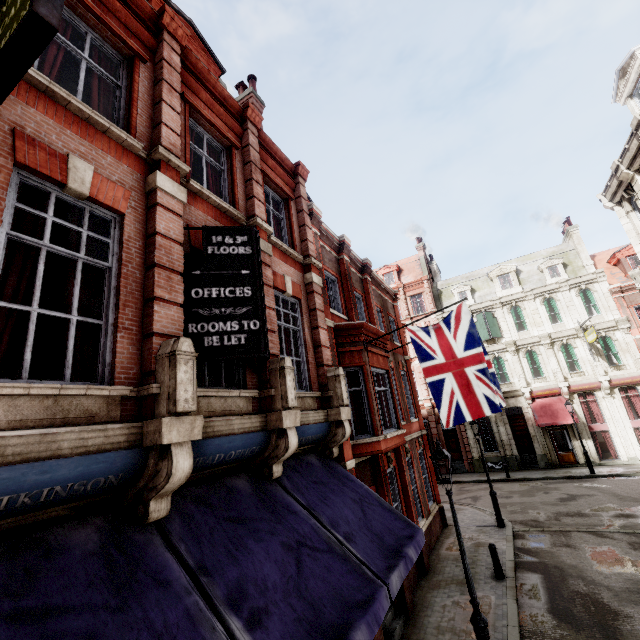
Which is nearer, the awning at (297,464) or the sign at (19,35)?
the sign at (19,35)

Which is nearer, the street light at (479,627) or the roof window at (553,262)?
the street light at (479,627)

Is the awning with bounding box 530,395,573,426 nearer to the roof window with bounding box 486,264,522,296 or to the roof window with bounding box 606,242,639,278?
the roof window with bounding box 486,264,522,296

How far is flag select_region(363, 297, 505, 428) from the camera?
8.75m

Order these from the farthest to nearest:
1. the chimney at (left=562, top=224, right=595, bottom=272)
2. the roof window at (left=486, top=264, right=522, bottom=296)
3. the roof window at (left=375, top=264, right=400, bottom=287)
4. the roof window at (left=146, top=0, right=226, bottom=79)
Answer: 1. the roof window at (left=375, top=264, right=400, bottom=287)
2. the roof window at (left=486, top=264, right=522, bottom=296)
3. the chimney at (left=562, top=224, right=595, bottom=272)
4. the roof window at (left=146, top=0, right=226, bottom=79)

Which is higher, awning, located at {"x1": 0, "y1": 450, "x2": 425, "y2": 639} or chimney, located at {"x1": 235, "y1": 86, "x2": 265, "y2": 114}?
chimney, located at {"x1": 235, "y1": 86, "x2": 265, "y2": 114}

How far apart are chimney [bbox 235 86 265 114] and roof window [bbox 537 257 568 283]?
26.77m

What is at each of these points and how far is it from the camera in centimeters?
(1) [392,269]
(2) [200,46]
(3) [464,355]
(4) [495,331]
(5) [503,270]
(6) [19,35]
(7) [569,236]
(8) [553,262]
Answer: (1) roof window, 3547cm
(2) roof window, 947cm
(3) flag, 907cm
(4) sign, 2795cm
(5) roof window, 2992cm
(6) sign, 220cm
(7) chimney, 2867cm
(8) roof window, 2805cm
